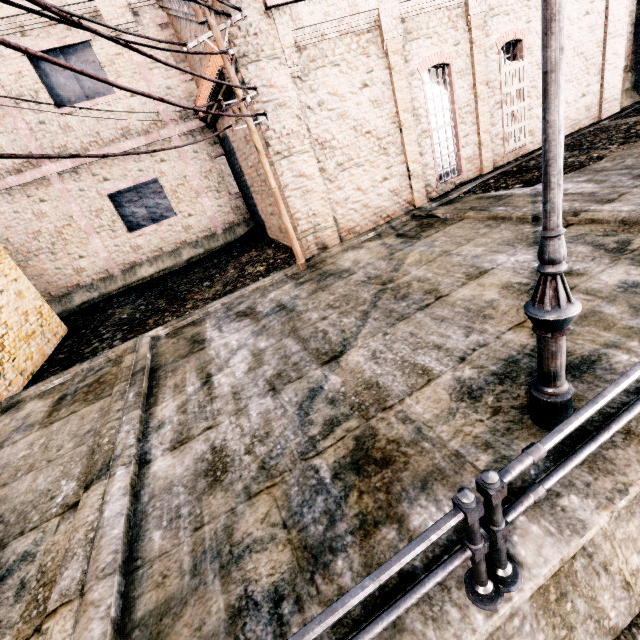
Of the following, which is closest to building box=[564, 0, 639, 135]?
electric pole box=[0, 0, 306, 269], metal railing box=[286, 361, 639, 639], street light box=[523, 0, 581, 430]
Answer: electric pole box=[0, 0, 306, 269]

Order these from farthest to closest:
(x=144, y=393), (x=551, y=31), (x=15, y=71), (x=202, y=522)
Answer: (x=15, y=71), (x=144, y=393), (x=202, y=522), (x=551, y=31)

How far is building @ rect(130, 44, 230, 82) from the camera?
11.50m

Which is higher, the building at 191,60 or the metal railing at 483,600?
the building at 191,60

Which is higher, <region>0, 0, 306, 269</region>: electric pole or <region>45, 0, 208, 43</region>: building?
<region>45, 0, 208, 43</region>: building

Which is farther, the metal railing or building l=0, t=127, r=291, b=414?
building l=0, t=127, r=291, b=414

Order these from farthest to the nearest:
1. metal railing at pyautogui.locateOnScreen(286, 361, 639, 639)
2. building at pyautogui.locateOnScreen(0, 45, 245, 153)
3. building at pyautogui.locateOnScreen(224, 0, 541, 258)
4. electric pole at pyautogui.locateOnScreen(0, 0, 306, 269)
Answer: building at pyautogui.locateOnScreen(0, 45, 245, 153) → building at pyautogui.locateOnScreen(224, 0, 541, 258) → electric pole at pyautogui.locateOnScreen(0, 0, 306, 269) → metal railing at pyautogui.locateOnScreen(286, 361, 639, 639)

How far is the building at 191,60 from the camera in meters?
11.5
